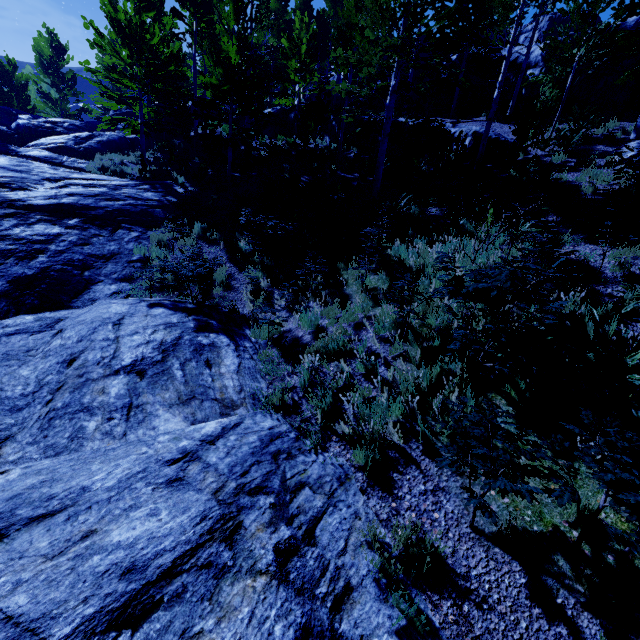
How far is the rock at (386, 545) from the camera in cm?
324

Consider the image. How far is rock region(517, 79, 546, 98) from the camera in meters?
17.6

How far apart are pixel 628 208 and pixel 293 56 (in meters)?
18.09

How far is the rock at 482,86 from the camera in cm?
2016

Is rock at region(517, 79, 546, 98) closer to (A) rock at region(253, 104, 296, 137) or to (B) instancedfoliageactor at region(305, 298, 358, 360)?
(B) instancedfoliageactor at region(305, 298, 358, 360)

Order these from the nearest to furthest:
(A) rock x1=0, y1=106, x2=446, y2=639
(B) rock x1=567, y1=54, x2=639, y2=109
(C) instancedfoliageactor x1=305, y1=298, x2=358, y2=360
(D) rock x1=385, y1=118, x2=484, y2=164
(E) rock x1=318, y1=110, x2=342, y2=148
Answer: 1. (A) rock x1=0, y1=106, x2=446, y2=639
2. (C) instancedfoliageactor x1=305, y1=298, x2=358, y2=360
3. (D) rock x1=385, y1=118, x2=484, y2=164
4. (B) rock x1=567, y1=54, x2=639, y2=109
5. (E) rock x1=318, y1=110, x2=342, y2=148

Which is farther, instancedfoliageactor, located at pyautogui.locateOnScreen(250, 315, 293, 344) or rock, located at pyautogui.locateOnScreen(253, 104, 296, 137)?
rock, located at pyautogui.locateOnScreen(253, 104, 296, 137)
